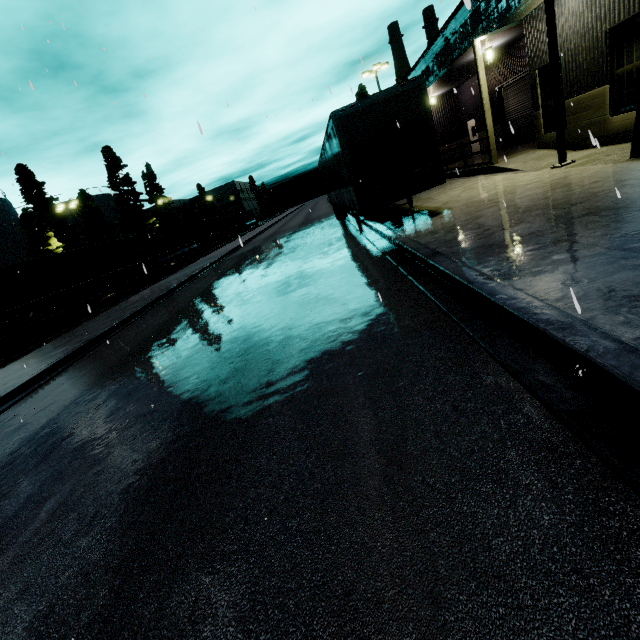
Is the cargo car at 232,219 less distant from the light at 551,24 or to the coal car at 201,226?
the coal car at 201,226

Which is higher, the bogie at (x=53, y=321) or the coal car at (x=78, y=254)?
the coal car at (x=78, y=254)

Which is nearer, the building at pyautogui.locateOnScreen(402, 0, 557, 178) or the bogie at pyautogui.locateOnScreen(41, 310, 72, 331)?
the building at pyautogui.locateOnScreen(402, 0, 557, 178)

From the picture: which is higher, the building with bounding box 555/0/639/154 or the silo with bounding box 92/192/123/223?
the silo with bounding box 92/192/123/223

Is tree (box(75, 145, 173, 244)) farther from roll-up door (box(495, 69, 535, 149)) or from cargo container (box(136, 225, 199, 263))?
roll-up door (box(495, 69, 535, 149))

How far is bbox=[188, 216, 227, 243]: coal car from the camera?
42.9 meters

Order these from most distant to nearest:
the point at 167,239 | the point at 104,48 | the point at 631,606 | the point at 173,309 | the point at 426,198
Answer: the point at 167,239 < the point at 426,198 < the point at 173,309 < the point at 104,48 < the point at 631,606

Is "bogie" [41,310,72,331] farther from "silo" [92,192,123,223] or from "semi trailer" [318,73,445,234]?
"silo" [92,192,123,223]
